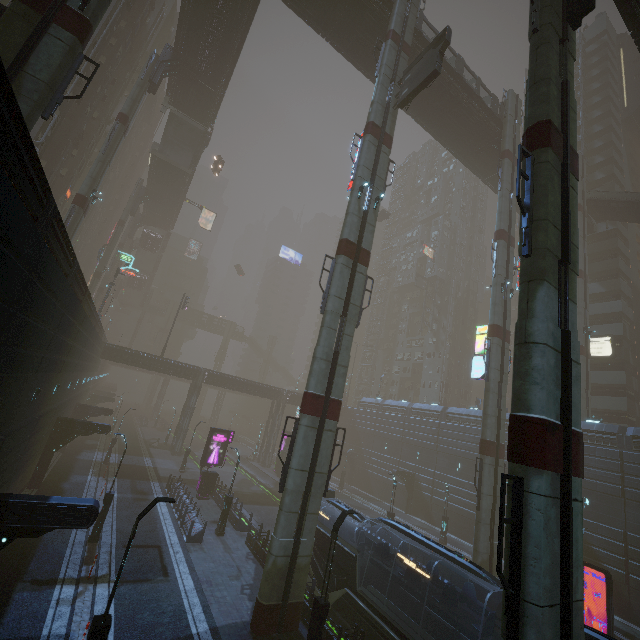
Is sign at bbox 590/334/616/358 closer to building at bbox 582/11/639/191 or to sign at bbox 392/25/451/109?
building at bbox 582/11/639/191

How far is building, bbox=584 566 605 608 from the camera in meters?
24.9 m

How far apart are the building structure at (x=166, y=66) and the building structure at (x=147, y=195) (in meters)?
23.68

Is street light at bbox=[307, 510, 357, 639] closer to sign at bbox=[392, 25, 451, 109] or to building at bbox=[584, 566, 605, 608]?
building at bbox=[584, 566, 605, 608]

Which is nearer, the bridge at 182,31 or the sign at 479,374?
the sign at 479,374

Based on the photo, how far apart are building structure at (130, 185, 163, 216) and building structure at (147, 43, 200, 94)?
23.7m

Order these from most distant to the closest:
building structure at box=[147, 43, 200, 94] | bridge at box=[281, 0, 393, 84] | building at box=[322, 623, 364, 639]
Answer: building structure at box=[147, 43, 200, 94] → bridge at box=[281, 0, 393, 84] → building at box=[322, 623, 364, 639]

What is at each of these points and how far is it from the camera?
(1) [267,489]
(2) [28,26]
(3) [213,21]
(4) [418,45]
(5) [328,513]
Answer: (1) train rail, 40.03m
(2) sm, 11.91m
(3) building, 28.88m
(4) bridge, 28.17m
(5) train, 20.91m
